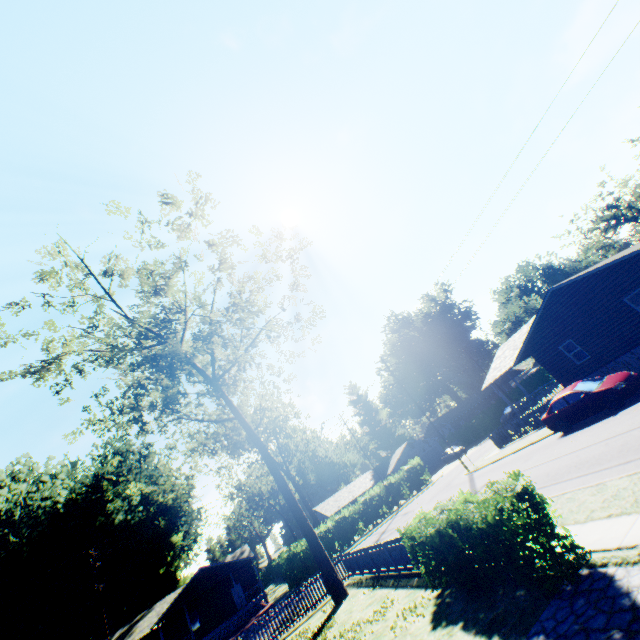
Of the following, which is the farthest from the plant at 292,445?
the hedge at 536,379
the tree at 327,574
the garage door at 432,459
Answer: the hedge at 536,379

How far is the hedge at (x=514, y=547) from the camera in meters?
6.0 m

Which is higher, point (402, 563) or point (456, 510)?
point (456, 510)

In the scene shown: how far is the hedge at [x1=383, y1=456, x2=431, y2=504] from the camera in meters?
37.7 m

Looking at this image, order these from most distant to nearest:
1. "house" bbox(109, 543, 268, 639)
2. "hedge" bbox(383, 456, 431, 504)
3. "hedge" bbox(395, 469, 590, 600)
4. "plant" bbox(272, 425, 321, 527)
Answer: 1. "plant" bbox(272, 425, 321, 527)
2. "hedge" bbox(383, 456, 431, 504)
3. "house" bbox(109, 543, 268, 639)
4. "hedge" bbox(395, 469, 590, 600)

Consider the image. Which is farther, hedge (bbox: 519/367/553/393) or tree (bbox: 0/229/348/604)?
hedge (bbox: 519/367/553/393)

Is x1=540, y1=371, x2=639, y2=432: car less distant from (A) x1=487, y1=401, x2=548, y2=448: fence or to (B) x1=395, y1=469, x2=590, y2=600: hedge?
(A) x1=487, y1=401, x2=548, y2=448: fence

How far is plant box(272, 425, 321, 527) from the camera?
46.0 meters
